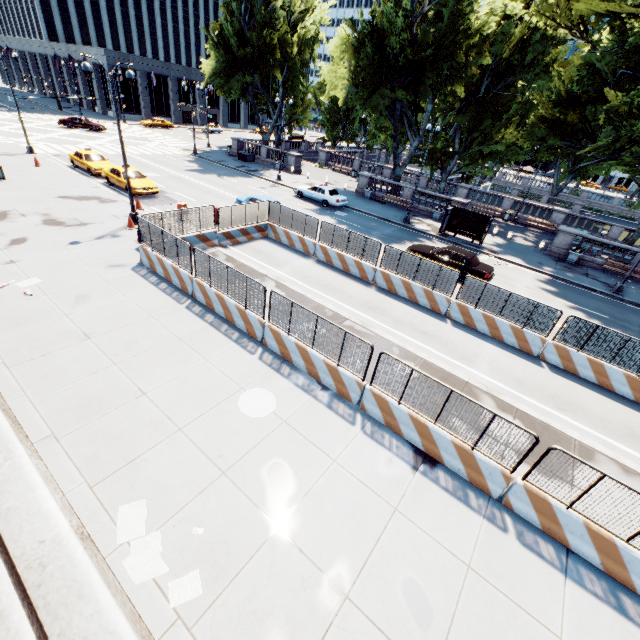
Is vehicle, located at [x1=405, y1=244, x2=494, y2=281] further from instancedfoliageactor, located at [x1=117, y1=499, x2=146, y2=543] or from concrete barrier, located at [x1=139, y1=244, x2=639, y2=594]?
instancedfoliageactor, located at [x1=117, y1=499, x2=146, y2=543]

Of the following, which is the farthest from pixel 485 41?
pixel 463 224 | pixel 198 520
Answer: pixel 198 520

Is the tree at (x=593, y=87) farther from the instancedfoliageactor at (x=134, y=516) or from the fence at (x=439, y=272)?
the instancedfoliageactor at (x=134, y=516)

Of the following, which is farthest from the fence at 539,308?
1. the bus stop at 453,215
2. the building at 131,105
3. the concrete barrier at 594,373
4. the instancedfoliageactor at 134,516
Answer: the building at 131,105

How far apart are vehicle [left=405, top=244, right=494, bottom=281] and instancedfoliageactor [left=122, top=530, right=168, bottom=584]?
17.9 meters

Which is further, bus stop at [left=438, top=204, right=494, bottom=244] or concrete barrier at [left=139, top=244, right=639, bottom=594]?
bus stop at [left=438, top=204, right=494, bottom=244]

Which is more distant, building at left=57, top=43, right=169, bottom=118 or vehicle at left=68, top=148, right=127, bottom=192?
building at left=57, top=43, right=169, bottom=118

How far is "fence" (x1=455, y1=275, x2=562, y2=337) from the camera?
12.8m
